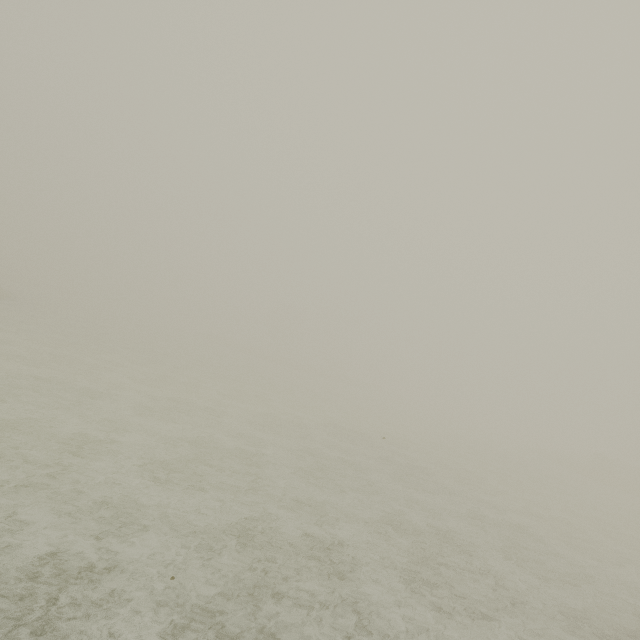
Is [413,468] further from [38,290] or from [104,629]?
[38,290]
